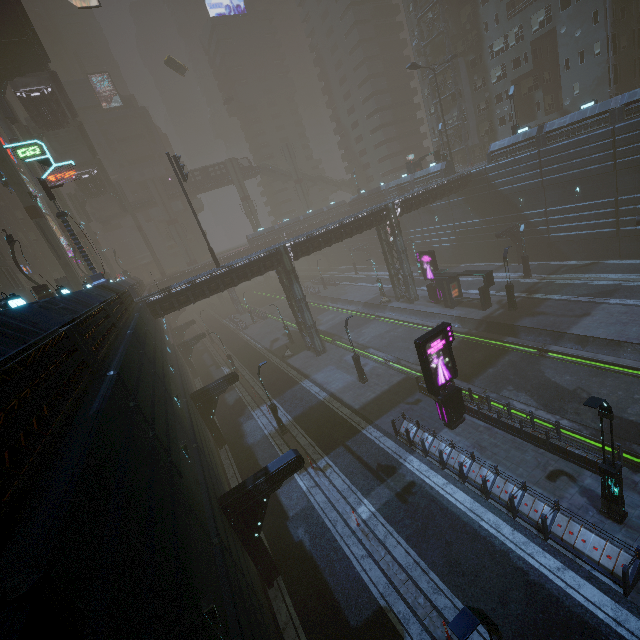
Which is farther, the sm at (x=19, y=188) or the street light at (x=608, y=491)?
the sm at (x=19, y=188)

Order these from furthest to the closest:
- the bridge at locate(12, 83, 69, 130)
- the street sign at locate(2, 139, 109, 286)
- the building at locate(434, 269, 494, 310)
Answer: the bridge at locate(12, 83, 69, 130)
the building at locate(434, 269, 494, 310)
the street sign at locate(2, 139, 109, 286)

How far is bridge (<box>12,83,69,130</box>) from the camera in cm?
3719

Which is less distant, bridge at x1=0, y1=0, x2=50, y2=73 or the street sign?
the street sign

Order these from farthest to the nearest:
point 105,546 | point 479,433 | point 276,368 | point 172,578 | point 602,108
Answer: point 276,368 → point 602,108 → point 479,433 → point 172,578 → point 105,546

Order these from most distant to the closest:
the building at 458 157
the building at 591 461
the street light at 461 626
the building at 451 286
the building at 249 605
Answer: the building at 458 157
the building at 451 286
the building at 591 461
the street light at 461 626
the building at 249 605

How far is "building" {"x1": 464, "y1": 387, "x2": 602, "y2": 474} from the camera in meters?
13.7

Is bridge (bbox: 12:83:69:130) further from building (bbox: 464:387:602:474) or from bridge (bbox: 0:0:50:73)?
building (bbox: 464:387:602:474)
